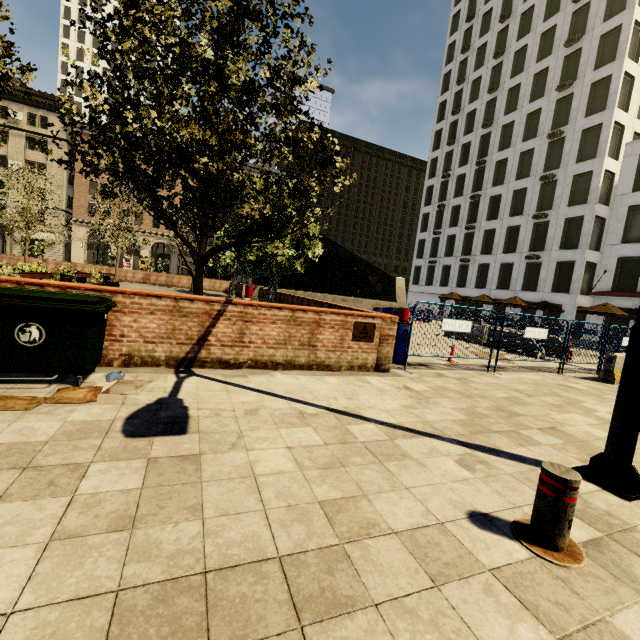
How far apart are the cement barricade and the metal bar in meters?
9.0 m

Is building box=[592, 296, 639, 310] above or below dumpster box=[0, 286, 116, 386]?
above

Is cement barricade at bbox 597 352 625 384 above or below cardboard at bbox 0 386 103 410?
above

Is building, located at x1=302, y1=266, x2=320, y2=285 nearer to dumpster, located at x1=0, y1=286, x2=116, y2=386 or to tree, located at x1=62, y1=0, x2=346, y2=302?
tree, located at x1=62, y1=0, x2=346, y2=302

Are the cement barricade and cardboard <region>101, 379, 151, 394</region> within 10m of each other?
no

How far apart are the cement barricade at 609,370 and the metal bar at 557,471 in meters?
9.0

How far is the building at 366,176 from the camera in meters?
56.8 m

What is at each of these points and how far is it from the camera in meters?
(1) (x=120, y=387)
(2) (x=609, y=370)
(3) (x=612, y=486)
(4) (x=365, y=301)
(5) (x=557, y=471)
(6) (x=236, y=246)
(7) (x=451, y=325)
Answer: (1) cardboard, 4.2
(2) cement barricade, 9.0
(3) street light, 3.2
(4) underground building, 23.1
(5) metal bar, 2.3
(6) tree, 12.0
(7) fence, 7.7
